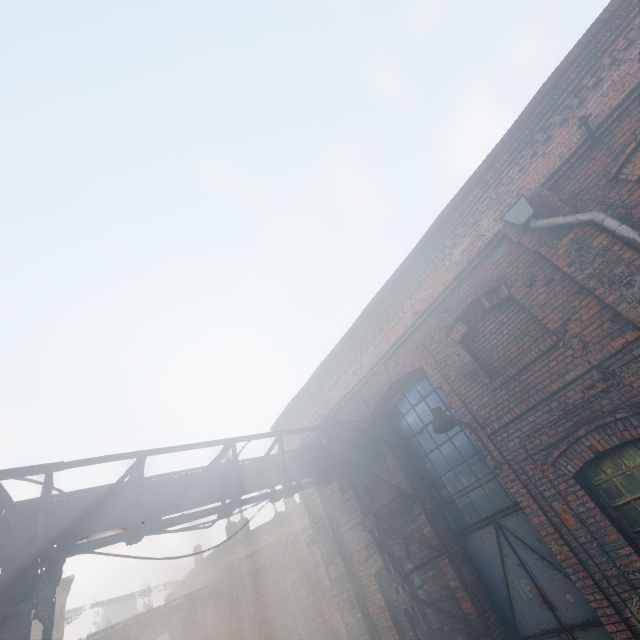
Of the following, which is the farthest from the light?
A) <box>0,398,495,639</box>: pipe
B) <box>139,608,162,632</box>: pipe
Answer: <box>139,608,162,632</box>: pipe

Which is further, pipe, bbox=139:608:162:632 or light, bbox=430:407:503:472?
pipe, bbox=139:608:162:632

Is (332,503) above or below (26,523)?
below

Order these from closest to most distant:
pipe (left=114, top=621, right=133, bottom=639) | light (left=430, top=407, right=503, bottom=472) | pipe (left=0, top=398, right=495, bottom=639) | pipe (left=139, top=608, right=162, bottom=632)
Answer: pipe (left=0, top=398, right=495, bottom=639) < light (left=430, top=407, right=503, bottom=472) < pipe (left=114, top=621, right=133, bottom=639) < pipe (left=139, top=608, right=162, bottom=632)

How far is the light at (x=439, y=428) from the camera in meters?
5.4 m

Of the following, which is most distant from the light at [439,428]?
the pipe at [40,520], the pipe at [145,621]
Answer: the pipe at [145,621]
